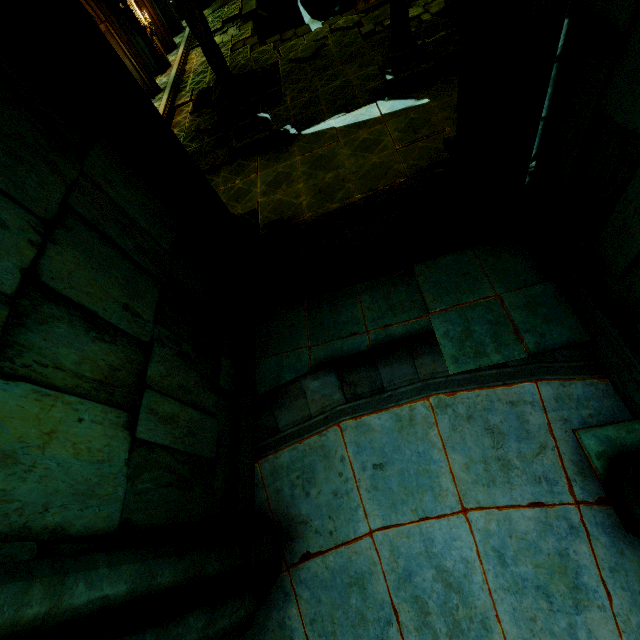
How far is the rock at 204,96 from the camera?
13.5m

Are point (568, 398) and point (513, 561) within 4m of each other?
yes

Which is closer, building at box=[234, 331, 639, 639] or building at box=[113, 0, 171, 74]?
building at box=[234, 331, 639, 639]

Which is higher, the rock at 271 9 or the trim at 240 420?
the trim at 240 420

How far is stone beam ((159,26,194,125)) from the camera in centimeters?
1427cm

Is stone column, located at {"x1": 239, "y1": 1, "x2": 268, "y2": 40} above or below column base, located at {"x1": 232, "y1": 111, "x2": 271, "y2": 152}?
below

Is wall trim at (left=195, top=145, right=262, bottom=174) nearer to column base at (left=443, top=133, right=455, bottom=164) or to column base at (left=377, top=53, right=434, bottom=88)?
column base at (left=377, top=53, right=434, bottom=88)

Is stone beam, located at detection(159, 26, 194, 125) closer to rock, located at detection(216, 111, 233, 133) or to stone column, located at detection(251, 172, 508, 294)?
rock, located at detection(216, 111, 233, 133)
